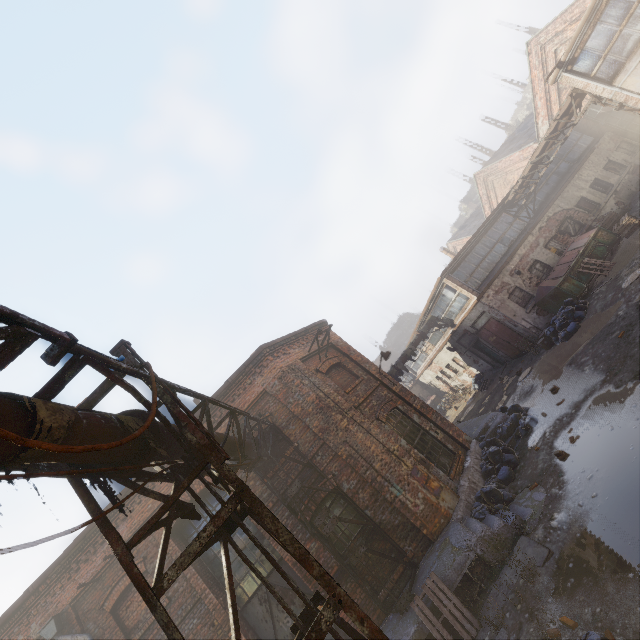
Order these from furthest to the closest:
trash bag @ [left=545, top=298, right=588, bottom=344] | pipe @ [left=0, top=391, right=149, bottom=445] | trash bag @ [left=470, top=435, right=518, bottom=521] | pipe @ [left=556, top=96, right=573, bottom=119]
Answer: pipe @ [left=556, top=96, right=573, bottom=119], trash bag @ [left=545, top=298, right=588, bottom=344], trash bag @ [left=470, top=435, right=518, bottom=521], pipe @ [left=0, top=391, right=149, bottom=445]

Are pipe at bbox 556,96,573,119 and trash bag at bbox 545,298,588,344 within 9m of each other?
yes

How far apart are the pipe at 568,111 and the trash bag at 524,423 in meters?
13.3 m

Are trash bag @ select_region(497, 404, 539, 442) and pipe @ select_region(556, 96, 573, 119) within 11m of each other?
no

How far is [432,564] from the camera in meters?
7.8

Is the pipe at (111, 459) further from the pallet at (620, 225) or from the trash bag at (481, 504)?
the pallet at (620, 225)

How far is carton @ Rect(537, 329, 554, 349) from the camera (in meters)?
14.97

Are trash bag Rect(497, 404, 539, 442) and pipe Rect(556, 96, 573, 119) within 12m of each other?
no
